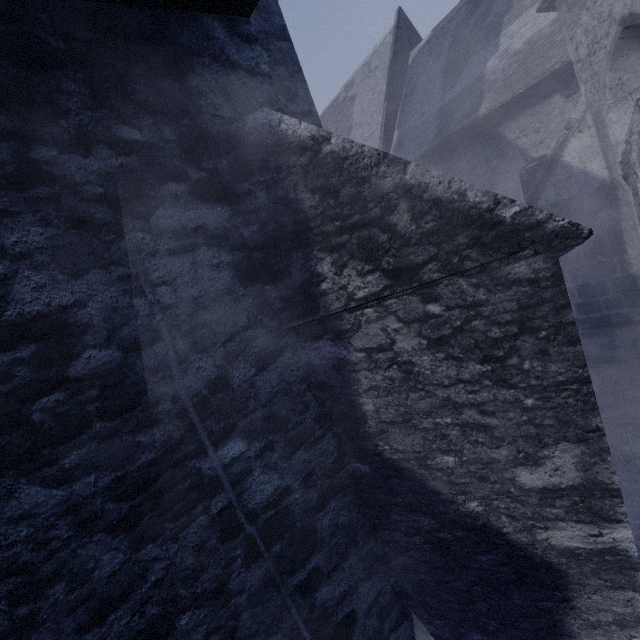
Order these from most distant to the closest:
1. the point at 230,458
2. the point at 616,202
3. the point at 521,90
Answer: the point at 521,90, the point at 616,202, the point at 230,458
